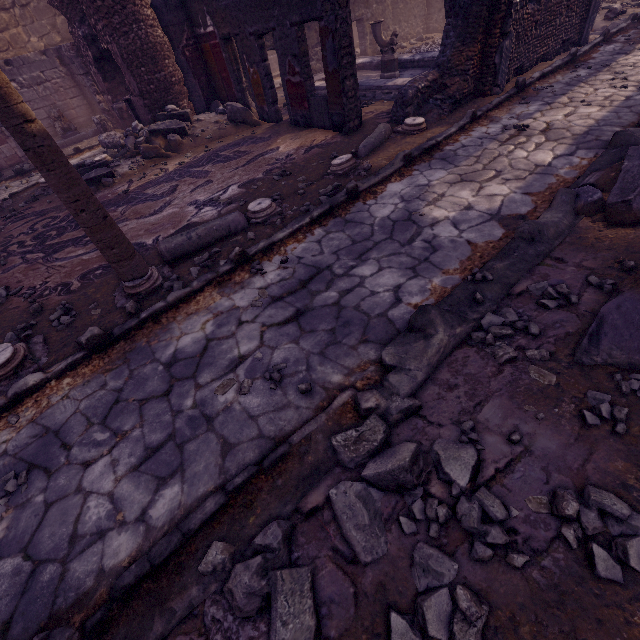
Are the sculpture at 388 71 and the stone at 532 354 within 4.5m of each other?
no

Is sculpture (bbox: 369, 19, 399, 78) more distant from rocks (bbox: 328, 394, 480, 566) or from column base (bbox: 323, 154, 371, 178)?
rocks (bbox: 328, 394, 480, 566)

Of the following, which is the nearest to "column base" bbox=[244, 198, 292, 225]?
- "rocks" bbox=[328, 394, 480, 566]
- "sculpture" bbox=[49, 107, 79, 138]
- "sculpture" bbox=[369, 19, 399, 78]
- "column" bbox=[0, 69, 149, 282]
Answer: "column" bbox=[0, 69, 149, 282]

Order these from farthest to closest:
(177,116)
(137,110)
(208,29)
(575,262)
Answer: (137,110)
(177,116)
(208,29)
(575,262)

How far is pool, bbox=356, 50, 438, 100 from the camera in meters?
7.9

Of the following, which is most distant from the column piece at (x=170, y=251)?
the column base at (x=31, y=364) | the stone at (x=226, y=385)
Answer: the stone at (x=226, y=385)

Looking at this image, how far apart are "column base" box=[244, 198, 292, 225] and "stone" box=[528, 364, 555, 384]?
3.0 meters

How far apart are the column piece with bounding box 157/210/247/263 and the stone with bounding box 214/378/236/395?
2.3m
